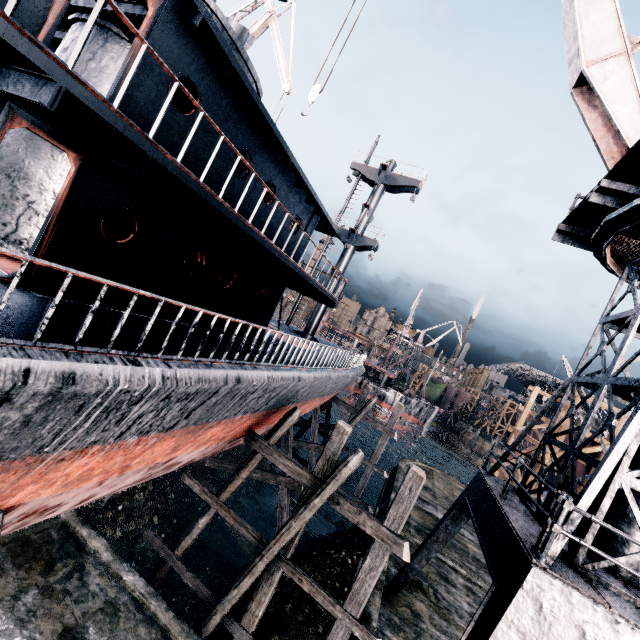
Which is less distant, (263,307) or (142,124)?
(142,124)

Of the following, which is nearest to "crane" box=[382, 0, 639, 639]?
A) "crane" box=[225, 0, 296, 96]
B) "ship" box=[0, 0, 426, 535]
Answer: "ship" box=[0, 0, 426, 535]

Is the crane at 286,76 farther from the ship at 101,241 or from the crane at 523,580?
the crane at 523,580

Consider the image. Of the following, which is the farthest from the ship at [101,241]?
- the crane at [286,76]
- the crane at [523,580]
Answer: the crane at [523,580]

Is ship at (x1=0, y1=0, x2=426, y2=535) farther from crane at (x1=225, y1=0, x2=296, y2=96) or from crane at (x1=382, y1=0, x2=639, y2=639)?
crane at (x1=382, y1=0, x2=639, y2=639)

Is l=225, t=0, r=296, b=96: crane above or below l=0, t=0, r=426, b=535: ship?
above
